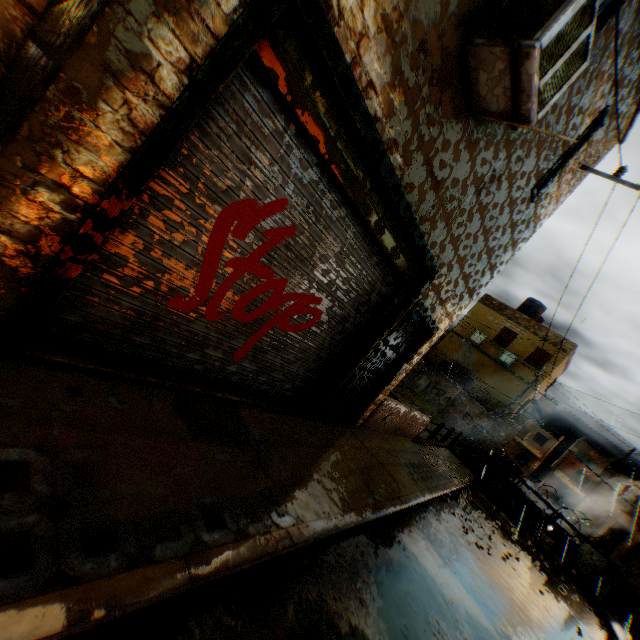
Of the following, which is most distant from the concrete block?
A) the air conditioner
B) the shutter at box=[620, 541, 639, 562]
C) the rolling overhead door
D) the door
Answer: the shutter at box=[620, 541, 639, 562]

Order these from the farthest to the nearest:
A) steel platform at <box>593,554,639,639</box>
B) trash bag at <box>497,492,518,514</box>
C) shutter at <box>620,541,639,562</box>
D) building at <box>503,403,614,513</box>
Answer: building at <box>503,403,614,513</box>, shutter at <box>620,541,639,562</box>, trash bag at <box>497,492,518,514</box>, steel platform at <box>593,554,639,639</box>

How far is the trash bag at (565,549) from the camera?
12.4 meters

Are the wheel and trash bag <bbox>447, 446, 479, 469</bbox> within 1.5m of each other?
yes

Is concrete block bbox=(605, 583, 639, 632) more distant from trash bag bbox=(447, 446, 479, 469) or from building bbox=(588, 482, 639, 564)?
building bbox=(588, 482, 639, 564)

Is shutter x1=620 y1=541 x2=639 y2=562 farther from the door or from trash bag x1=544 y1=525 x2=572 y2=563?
the door

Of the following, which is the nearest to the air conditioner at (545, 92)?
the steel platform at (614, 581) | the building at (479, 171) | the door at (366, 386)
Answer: the building at (479, 171)

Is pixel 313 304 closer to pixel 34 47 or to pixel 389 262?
pixel 389 262
